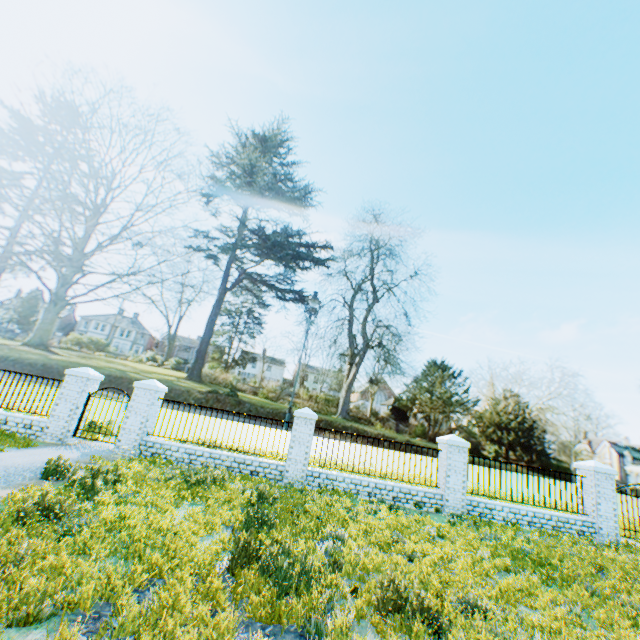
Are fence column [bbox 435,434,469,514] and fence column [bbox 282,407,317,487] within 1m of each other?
no

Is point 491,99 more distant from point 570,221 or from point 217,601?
point 217,601

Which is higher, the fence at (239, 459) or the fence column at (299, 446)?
the fence column at (299, 446)

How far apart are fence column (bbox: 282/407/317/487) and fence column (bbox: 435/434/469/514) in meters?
4.6 m

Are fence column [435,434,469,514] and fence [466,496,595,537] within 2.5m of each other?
yes

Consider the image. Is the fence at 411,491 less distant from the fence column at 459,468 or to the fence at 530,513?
the fence column at 459,468

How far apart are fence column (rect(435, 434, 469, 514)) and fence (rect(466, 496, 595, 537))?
0.1m

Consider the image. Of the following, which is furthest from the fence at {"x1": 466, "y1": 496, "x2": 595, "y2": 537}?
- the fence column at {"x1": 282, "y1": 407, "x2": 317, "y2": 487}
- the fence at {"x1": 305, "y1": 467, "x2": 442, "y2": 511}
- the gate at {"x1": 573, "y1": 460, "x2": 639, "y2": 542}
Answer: the fence column at {"x1": 282, "y1": 407, "x2": 317, "y2": 487}
